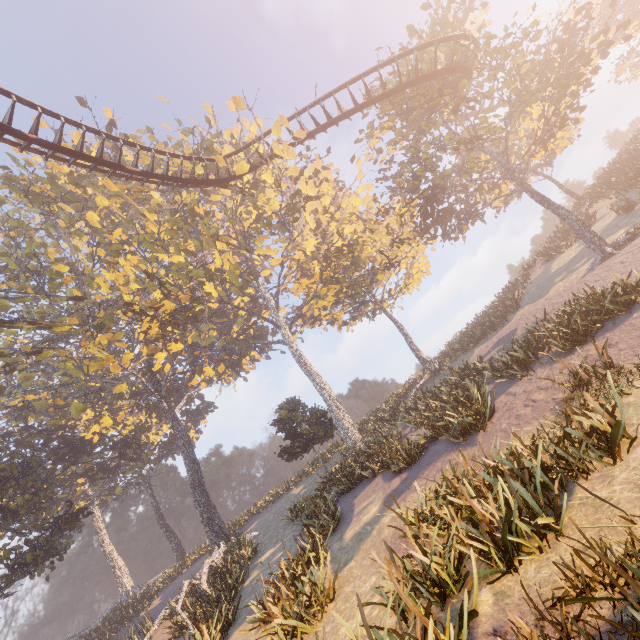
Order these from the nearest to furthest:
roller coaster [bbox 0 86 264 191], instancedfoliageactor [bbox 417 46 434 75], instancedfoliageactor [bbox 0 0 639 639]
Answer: instancedfoliageactor [bbox 0 0 639 639], roller coaster [bbox 0 86 264 191], instancedfoliageactor [bbox 417 46 434 75]

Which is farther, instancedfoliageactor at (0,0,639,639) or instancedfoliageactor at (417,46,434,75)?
instancedfoliageactor at (417,46,434,75)

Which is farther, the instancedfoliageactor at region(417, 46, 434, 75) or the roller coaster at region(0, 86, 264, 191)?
the instancedfoliageactor at region(417, 46, 434, 75)

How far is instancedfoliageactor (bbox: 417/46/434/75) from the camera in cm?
1852

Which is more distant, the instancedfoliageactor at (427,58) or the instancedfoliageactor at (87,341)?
the instancedfoliageactor at (427,58)

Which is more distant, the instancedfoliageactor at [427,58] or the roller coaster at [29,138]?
the instancedfoliageactor at [427,58]

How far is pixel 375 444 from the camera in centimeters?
2034cm
